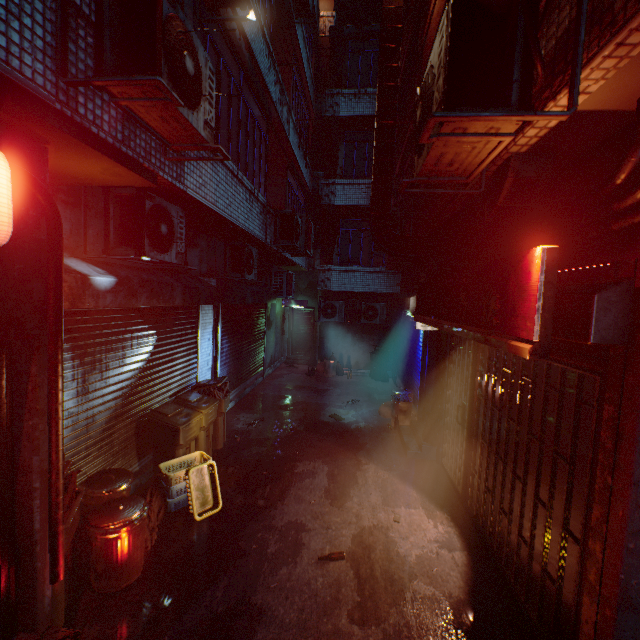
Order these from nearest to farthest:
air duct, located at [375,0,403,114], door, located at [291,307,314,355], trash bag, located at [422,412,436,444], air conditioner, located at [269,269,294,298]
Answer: air duct, located at [375,0,403,114], trash bag, located at [422,412,436,444], air conditioner, located at [269,269,294,298], door, located at [291,307,314,355]

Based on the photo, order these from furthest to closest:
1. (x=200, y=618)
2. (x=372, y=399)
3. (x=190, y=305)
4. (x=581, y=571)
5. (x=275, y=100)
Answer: (x=372, y=399), (x=275, y=100), (x=190, y=305), (x=200, y=618), (x=581, y=571)

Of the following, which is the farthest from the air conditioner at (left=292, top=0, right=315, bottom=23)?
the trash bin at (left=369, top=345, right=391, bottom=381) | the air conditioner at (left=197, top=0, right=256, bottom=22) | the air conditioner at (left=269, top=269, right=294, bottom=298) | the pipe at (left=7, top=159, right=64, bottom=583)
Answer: the trash bin at (left=369, top=345, right=391, bottom=381)

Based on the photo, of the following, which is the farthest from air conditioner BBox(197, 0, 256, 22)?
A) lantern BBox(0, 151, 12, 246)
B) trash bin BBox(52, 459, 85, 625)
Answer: trash bin BBox(52, 459, 85, 625)

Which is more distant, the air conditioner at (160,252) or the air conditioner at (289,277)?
the air conditioner at (289,277)

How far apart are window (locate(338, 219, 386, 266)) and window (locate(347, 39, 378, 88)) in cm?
440

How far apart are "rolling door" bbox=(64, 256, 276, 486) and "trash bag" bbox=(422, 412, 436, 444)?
4.1 meters

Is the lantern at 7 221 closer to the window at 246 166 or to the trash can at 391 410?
the window at 246 166
